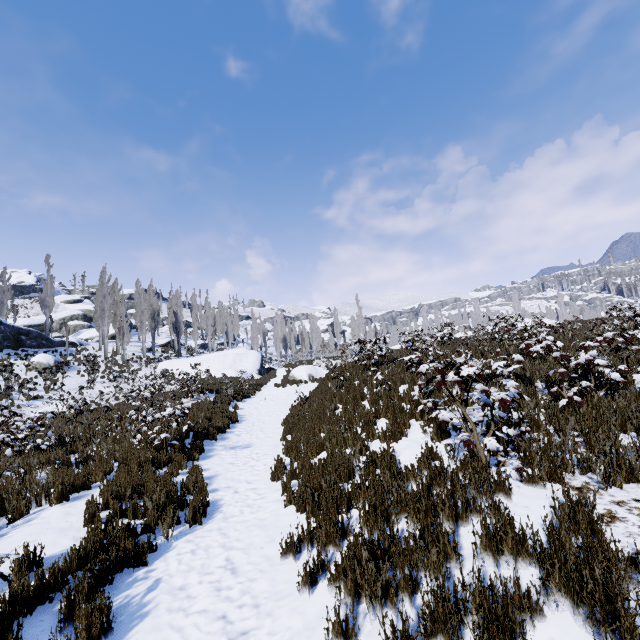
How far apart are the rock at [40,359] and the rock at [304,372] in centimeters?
1840cm

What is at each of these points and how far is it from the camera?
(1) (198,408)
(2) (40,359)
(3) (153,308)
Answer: (1) instancedfoliageactor, 13.5 meters
(2) rock, 25.3 meters
(3) instancedfoliageactor, 41.5 meters

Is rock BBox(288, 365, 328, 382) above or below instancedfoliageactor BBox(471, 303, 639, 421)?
below

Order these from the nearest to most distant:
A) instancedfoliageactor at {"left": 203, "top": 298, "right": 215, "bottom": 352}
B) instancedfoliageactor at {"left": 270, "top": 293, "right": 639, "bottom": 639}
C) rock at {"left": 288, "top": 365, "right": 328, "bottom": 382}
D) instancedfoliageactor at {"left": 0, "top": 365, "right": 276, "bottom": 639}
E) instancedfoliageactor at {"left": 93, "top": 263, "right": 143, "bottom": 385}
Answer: instancedfoliageactor at {"left": 270, "top": 293, "right": 639, "bottom": 639}, instancedfoliageactor at {"left": 0, "top": 365, "right": 276, "bottom": 639}, rock at {"left": 288, "top": 365, "right": 328, "bottom": 382}, instancedfoliageactor at {"left": 93, "top": 263, "right": 143, "bottom": 385}, instancedfoliageactor at {"left": 203, "top": 298, "right": 215, "bottom": 352}

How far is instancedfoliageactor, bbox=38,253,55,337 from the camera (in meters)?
36.91

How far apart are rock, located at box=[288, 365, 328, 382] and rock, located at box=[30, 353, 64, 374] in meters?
18.4 m

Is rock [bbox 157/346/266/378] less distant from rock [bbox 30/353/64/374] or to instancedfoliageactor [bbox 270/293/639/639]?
instancedfoliageactor [bbox 270/293/639/639]

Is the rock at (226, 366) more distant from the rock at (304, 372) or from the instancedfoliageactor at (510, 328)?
the rock at (304, 372)
